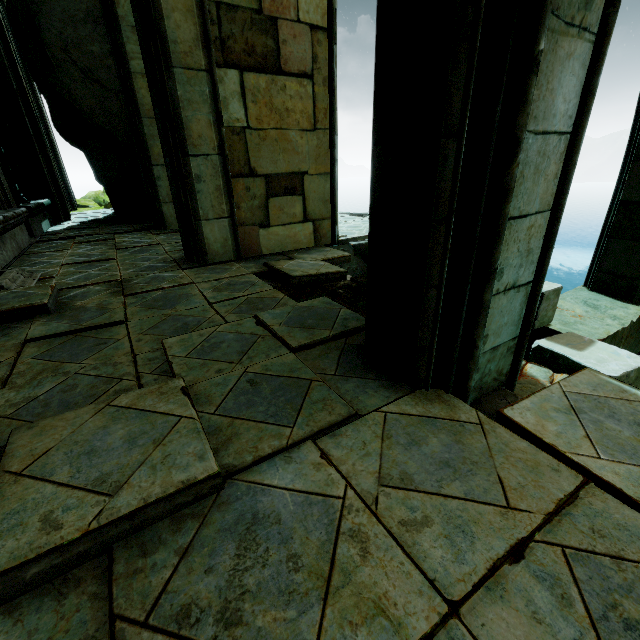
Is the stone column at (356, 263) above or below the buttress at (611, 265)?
below

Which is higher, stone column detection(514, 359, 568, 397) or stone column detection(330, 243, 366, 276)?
stone column detection(514, 359, 568, 397)

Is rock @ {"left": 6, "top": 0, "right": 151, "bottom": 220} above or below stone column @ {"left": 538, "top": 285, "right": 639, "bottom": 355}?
above

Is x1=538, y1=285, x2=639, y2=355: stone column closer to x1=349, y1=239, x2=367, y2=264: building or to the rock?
x1=349, y1=239, x2=367, y2=264: building

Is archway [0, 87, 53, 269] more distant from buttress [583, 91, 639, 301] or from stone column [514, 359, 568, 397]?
stone column [514, 359, 568, 397]

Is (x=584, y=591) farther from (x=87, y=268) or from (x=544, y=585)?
(x=87, y=268)

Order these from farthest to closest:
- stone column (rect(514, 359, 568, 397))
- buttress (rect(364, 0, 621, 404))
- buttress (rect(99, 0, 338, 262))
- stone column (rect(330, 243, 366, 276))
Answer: stone column (rect(330, 243, 366, 276)) → buttress (rect(99, 0, 338, 262)) → stone column (rect(514, 359, 568, 397)) → buttress (rect(364, 0, 621, 404))

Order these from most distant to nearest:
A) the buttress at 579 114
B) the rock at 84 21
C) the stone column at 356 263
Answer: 1. the rock at 84 21
2. the stone column at 356 263
3. the buttress at 579 114
